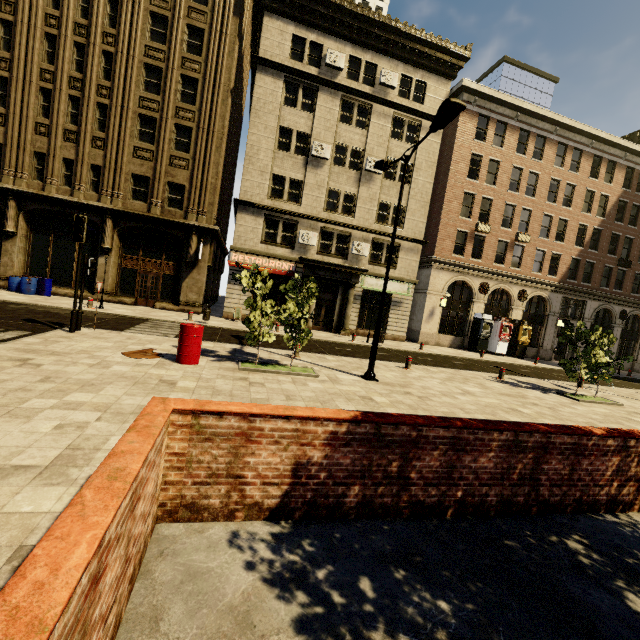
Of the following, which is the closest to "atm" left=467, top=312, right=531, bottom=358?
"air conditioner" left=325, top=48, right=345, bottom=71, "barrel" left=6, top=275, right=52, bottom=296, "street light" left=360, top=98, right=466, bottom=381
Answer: "street light" left=360, top=98, right=466, bottom=381

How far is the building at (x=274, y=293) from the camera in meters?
22.6

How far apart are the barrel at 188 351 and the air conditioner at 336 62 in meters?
21.3 m

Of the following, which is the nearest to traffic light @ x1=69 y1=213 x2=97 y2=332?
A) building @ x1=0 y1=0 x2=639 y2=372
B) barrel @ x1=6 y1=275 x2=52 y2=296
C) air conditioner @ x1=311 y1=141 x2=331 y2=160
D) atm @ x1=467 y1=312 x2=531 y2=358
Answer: building @ x1=0 y1=0 x2=639 y2=372

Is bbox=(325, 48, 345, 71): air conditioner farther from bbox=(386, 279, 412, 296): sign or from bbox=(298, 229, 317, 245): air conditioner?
bbox=(386, 279, 412, 296): sign

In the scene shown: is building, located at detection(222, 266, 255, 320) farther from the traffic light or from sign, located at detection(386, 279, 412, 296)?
the traffic light

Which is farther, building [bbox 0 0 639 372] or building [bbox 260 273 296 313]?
building [bbox 260 273 296 313]

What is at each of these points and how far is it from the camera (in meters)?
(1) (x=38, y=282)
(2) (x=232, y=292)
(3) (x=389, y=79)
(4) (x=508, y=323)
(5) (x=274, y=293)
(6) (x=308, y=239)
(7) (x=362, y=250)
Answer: (1) barrel, 18.66
(2) building, 21.92
(3) air conditioner, 22.59
(4) atm, 26.33
(5) building, 22.78
(6) air conditioner, 22.45
(7) air conditioner, 23.48
